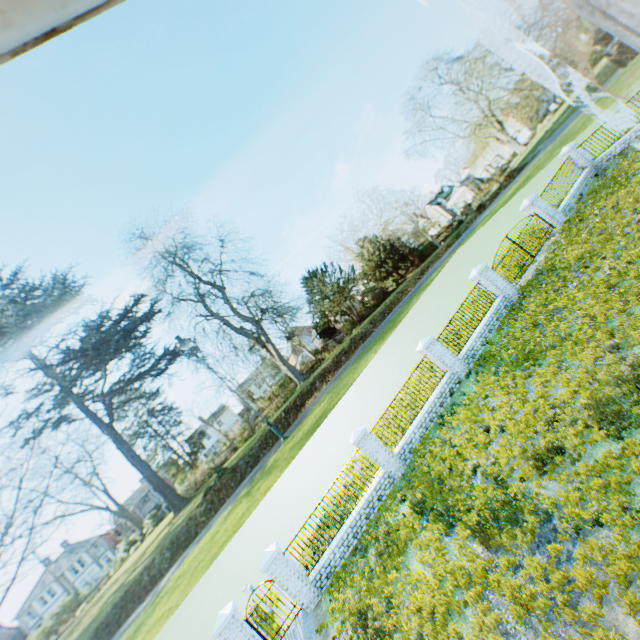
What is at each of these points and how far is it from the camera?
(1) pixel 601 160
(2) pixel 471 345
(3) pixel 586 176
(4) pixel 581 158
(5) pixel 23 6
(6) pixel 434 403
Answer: (1) fence, 19.5 meters
(2) fence, 15.4 meters
(3) fence, 19.6 meters
(4) fence column, 20.0 meters
(5) building, 0.3 meters
(6) fence, 14.4 meters

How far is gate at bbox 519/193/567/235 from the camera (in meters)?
18.30

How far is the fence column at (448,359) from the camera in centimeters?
1492cm

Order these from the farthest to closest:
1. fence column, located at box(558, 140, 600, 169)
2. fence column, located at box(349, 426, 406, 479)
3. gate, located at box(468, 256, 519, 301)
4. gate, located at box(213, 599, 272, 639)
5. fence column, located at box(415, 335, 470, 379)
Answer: fence column, located at box(558, 140, 600, 169)
gate, located at box(468, 256, 519, 301)
fence column, located at box(415, 335, 470, 379)
fence column, located at box(349, 426, 406, 479)
gate, located at box(213, 599, 272, 639)

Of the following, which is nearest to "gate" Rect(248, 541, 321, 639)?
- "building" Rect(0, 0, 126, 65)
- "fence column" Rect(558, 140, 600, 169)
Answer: "building" Rect(0, 0, 126, 65)

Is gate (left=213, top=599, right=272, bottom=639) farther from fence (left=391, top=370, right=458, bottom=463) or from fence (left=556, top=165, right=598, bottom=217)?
fence (left=556, top=165, right=598, bottom=217)

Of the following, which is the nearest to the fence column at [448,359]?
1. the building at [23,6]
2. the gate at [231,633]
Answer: Answer: the gate at [231,633]

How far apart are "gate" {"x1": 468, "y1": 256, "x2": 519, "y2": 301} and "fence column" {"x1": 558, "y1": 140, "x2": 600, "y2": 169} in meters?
10.9 m
